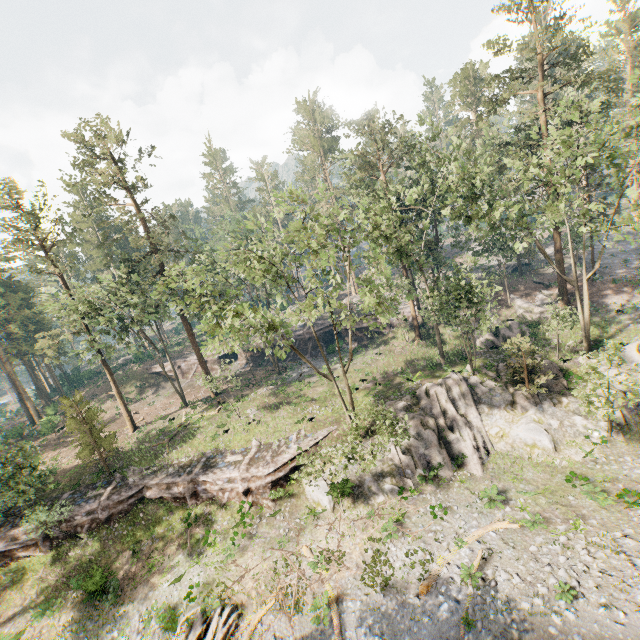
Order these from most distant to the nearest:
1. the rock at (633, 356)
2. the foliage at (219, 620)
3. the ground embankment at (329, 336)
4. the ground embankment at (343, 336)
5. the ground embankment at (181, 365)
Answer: the ground embankment at (181, 365)
the ground embankment at (343, 336)
the ground embankment at (329, 336)
the rock at (633, 356)
the foliage at (219, 620)

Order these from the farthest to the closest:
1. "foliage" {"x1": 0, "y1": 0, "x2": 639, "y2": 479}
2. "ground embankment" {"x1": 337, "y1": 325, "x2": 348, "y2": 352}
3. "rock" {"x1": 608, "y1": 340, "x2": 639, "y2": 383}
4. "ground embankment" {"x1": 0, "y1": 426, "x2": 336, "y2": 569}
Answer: "ground embankment" {"x1": 337, "y1": 325, "x2": 348, "y2": 352} → "ground embankment" {"x1": 0, "y1": 426, "x2": 336, "y2": 569} → "rock" {"x1": 608, "y1": 340, "x2": 639, "y2": 383} → "foliage" {"x1": 0, "y1": 0, "x2": 639, "y2": 479}

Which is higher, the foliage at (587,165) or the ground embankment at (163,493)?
the foliage at (587,165)

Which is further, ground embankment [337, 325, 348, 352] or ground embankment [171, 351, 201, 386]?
ground embankment [171, 351, 201, 386]

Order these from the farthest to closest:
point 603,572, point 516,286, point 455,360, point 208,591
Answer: point 516,286 → point 455,360 → point 208,591 → point 603,572

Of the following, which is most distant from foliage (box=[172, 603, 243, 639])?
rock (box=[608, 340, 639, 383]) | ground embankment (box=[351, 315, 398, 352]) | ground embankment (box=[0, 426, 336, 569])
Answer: ground embankment (box=[351, 315, 398, 352])

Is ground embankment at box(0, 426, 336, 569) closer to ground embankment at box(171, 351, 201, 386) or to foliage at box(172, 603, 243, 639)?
foliage at box(172, 603, 243, 639)

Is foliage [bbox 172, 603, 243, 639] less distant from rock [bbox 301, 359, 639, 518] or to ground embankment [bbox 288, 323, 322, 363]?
rock [bbox 301, 359, 639, 518]
